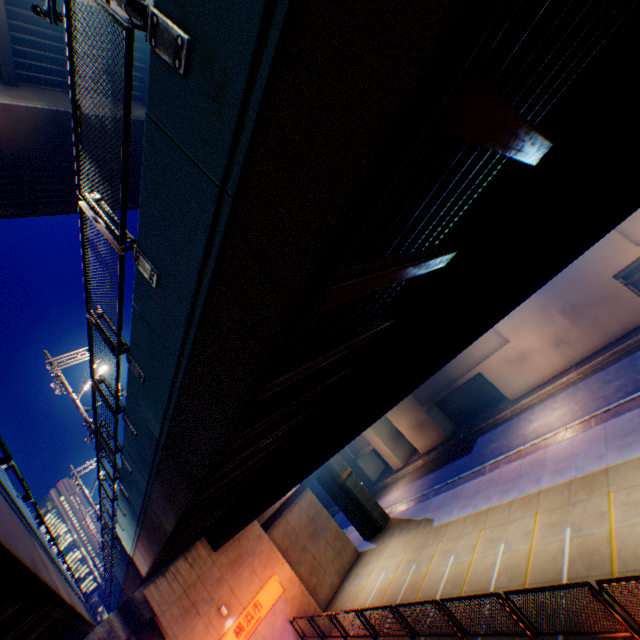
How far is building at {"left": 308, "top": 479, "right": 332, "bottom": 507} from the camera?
50.31m

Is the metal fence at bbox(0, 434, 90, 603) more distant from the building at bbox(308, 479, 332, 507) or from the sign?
the building at bbox(308, 479, 332, 507)

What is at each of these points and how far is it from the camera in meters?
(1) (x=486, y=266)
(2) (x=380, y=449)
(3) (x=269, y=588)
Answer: (1) overpass support, 4.9
(2) building, 37.4
(3) sign, 18.6

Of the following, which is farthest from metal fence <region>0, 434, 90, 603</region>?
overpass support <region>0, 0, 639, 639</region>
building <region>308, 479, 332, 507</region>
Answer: building <region>308, 479, 332, 507</region>

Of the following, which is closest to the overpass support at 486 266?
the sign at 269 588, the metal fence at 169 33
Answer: the metal fence at 169 33

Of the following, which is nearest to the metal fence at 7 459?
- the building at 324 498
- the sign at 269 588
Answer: the sign at 269 588

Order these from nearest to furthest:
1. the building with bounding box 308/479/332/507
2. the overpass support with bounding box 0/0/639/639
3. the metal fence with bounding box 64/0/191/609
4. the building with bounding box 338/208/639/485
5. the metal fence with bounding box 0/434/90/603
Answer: the overpass support with bounding box 0/0/639/639, the metal fence with bounding box 64/0/191/609, the metal fence with bounding box 0/434/90/603, the building with bounding box 338/208/639/485, the building with bounding box 308/479/332/507

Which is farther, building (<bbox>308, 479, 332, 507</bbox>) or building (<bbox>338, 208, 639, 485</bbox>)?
building (<bbox>308, 479, 332, 507</bbox>)
